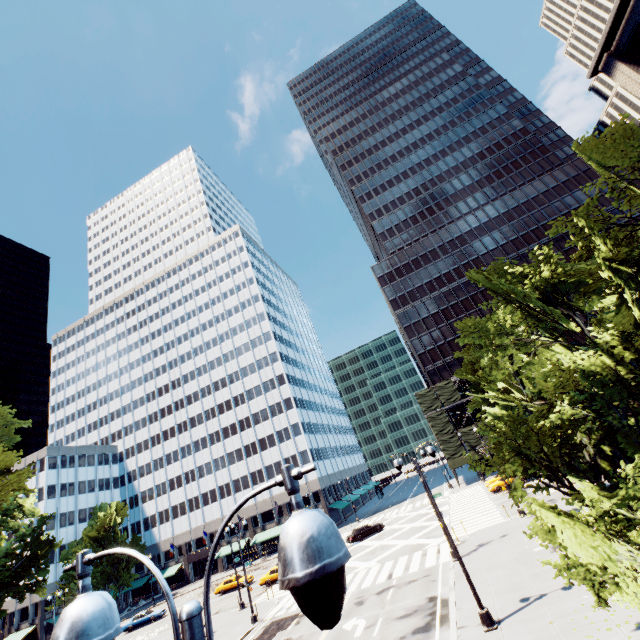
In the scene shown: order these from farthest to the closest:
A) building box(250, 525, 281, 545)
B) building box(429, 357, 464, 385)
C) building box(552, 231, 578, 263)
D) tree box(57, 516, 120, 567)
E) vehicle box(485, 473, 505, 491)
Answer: building box(429, 357, 464, 385), building box(552, 231, 578, 263), building box(250, 525, 281, 545), tree box(57, 516, 120, 567), vehicle box(485, 473, 505, 491)

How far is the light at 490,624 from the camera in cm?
1347

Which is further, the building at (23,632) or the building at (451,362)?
the building at (451,362)

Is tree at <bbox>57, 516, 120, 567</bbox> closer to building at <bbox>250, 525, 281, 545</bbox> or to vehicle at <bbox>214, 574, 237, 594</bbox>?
building at <bbox>250, 525, 281, 545</bbox>

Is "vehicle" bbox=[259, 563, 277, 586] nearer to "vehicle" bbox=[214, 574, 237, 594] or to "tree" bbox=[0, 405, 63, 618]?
"vehicle" bbox=[214, 574, 237, 594]

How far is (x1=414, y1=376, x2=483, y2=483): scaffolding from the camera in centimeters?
5103cm

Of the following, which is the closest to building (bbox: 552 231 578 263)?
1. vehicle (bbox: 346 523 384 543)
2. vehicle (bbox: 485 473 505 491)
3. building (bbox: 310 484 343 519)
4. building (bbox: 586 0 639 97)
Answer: vehicle (bbox: 485 473 505 491)

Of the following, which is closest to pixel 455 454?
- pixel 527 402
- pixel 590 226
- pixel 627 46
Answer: pixel 527 402
